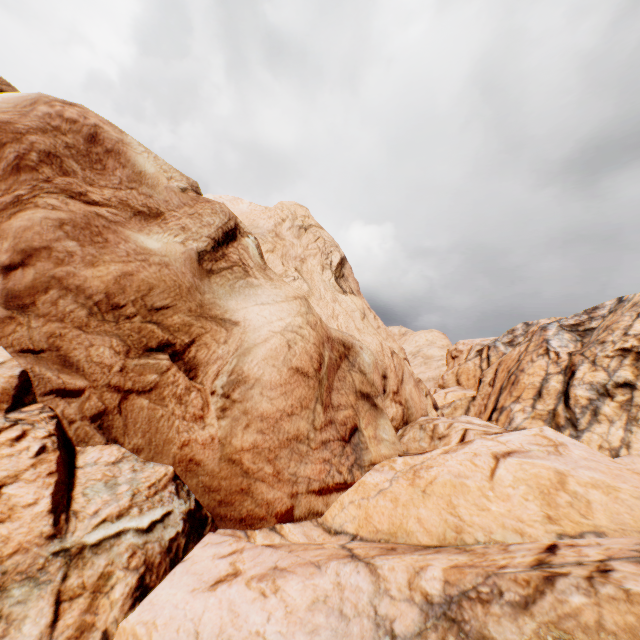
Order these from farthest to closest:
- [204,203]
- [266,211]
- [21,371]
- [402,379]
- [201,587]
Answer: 1. [266,211]
2. [402,379]
3. [204,203]
4. [21,371]
5. [201,587]
